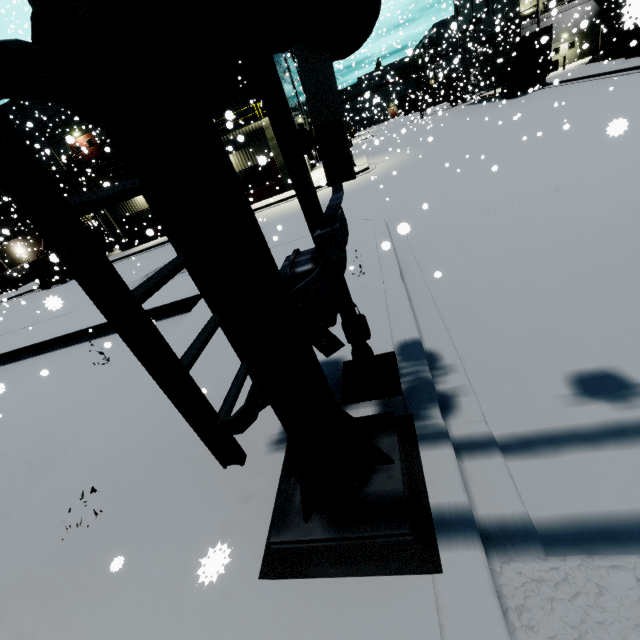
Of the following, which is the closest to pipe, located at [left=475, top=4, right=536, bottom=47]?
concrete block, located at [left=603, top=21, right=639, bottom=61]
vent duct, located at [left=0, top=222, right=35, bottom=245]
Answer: concrete block, located at [left=603, top=21, right=639, bottom=61]

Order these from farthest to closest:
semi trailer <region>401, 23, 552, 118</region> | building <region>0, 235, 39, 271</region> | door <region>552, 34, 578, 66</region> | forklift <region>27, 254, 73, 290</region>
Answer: building <region>0, 235, 39, 271</region> → door <region>552, 34, 578, 66</region> → semi trailer <region>401, 23, 552, 118</region> → forklift <region>27, 254, 73, 290</region>

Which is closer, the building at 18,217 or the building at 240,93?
the building at 240,93

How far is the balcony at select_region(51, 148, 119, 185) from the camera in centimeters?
2880cm

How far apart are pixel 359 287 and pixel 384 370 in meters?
2.7

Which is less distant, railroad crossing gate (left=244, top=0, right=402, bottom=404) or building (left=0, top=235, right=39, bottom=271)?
railroad crossing gate (left=244, top=0, right=402, bottom=404)

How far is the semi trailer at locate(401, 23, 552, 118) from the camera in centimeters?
2539cm

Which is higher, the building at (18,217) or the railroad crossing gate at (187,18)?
the building at (18,217)
